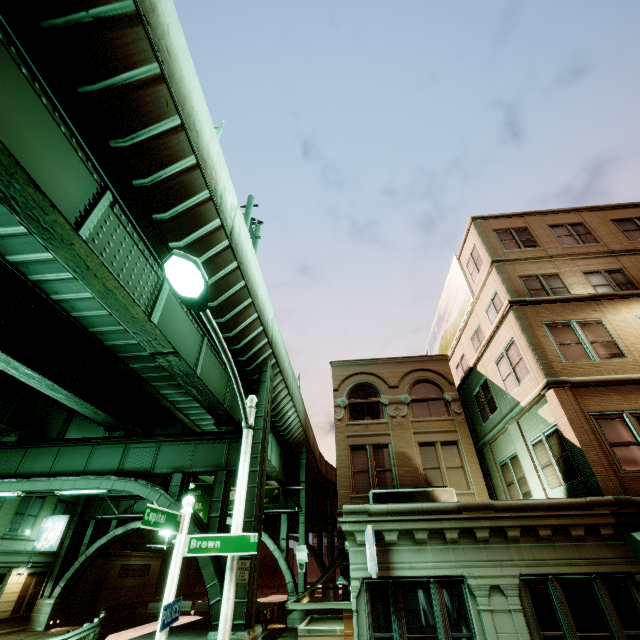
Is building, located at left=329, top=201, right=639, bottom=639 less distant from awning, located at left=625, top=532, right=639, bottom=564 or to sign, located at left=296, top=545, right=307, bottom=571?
awning, located at left=625, top=532, right=639, bottom=564

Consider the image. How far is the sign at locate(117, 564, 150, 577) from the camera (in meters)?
33.69

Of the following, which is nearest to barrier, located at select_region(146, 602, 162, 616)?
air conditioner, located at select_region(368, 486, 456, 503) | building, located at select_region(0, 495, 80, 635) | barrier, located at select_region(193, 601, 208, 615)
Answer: barrier, located at select_region(193, 601, 208, 615)

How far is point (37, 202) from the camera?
6.1 meters

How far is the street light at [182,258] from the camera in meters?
5.4

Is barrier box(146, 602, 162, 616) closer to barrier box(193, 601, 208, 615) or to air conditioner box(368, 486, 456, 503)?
barrier box(193, 601, 208, 615)

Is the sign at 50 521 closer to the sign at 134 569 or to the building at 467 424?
the sign at 134 569

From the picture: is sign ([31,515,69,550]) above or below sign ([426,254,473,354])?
below
